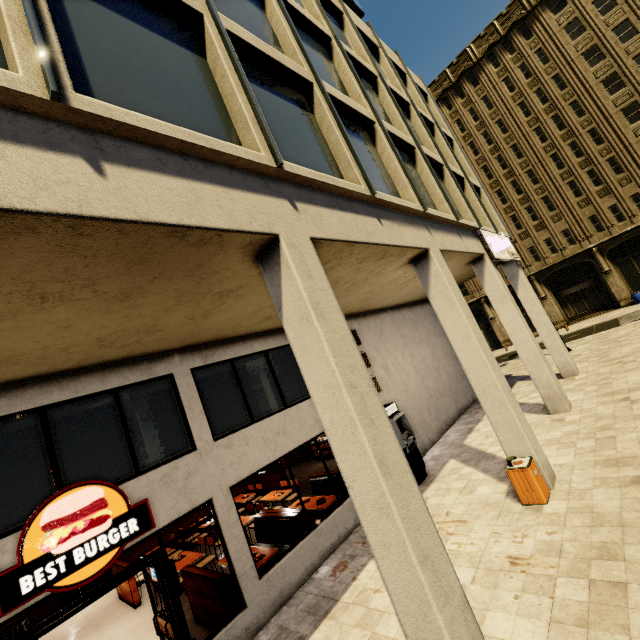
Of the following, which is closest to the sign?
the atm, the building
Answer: the building

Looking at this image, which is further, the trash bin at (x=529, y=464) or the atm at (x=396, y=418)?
the atm at (x=396, y=418)

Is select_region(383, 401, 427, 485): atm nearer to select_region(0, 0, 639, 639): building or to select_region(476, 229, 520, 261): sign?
select_region(0, 0, 639, 639): building

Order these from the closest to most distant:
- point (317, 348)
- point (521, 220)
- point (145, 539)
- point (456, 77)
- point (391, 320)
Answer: point (317, 348) < point (145, 539) < point (391, 320) < point (521, 220) < point (456, 77)

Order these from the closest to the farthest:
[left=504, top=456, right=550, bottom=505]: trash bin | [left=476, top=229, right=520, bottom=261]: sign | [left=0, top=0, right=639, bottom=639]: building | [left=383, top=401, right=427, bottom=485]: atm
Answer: [left=0, top=0, right=639, bottom=639]: building < [left=504, top=456, right=550, bottom=505]: trash bin < [left=383, top=401, right=427, bottom=485]: atm < [left=476, top=229, right=520, bottom=261]: sign

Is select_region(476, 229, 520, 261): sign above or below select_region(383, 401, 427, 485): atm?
above

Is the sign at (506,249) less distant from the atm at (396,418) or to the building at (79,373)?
the building at (79,373)

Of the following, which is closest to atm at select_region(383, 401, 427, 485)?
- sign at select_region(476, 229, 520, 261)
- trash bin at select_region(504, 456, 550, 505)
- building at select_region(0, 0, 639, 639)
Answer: building at select_region(0, 0, 639, 639)
